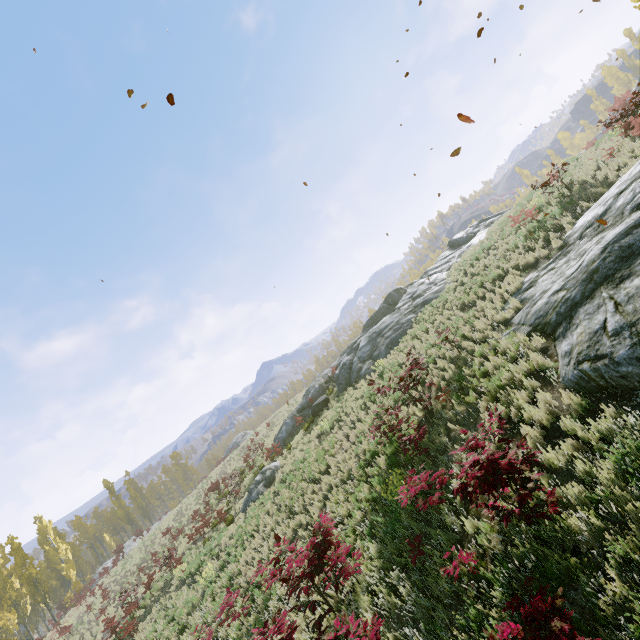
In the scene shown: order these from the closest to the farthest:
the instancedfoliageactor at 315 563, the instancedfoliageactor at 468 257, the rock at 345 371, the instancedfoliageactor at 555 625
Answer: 1. the instancedfoliageactor at 555 625
2. the instancedfoliageactor at 315 563
3. the instancedfoliageactor at 468 257
4. the rock at 345 371

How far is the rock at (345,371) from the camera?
20.88m

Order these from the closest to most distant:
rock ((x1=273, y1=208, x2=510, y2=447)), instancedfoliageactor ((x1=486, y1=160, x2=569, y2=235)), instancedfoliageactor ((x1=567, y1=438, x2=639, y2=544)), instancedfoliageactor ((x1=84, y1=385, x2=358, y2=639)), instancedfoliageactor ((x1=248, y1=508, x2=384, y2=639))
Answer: instancedfoliageactor ((x1=567, y1=438, x2=639, y2=544))
instancedfoliageactor ((x1=248, y1=508, x2=384, y2=639))
instancedfoliageactor ((x1=486, y1=160, x2=569, y2=235))
instancedfoliageactor ((x1=84, y1=385, x2=358, y2=639))
rock ((x1=273, y1=208, x2=510, y2=447))

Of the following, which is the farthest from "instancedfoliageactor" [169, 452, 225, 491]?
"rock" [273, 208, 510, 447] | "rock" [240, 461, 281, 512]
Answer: "rock" [240, 461, 281, 512]

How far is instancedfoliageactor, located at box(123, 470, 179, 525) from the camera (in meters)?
52.12

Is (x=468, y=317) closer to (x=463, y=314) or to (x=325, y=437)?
(x=463, y=314)

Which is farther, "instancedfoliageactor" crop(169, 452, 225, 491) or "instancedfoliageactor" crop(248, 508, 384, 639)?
"instancedfoliageactor" crop(169, 452, 225, 491)

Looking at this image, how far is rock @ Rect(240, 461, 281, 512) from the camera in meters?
18.7
